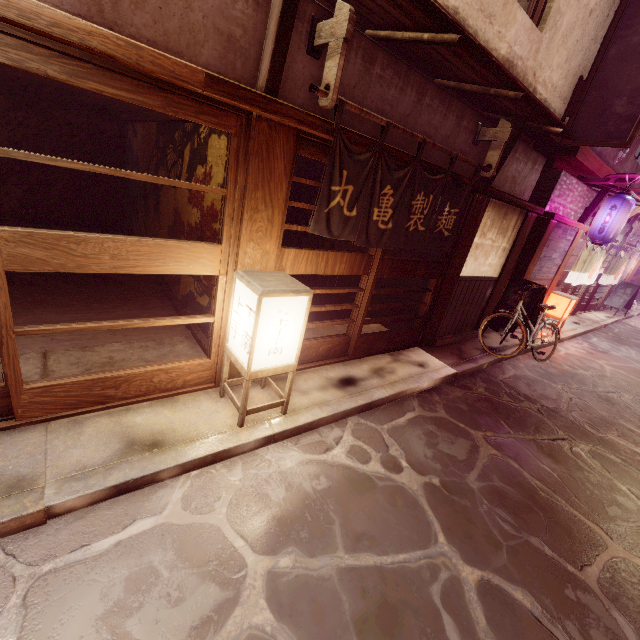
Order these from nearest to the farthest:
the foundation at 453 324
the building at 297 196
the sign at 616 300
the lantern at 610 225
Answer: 1. the foundation at 453 324
2. the lantern at 610 225
3. the building at 297 196
4. the sign at 616 300

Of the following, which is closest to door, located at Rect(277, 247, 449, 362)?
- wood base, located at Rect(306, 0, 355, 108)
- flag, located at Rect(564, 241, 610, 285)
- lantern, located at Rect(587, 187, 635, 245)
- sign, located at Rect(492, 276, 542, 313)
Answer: wood base, located at Rect(306, 0, 355, 108)

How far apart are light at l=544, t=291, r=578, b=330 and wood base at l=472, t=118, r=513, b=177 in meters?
11.0 m

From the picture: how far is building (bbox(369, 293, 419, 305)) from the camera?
15.4 meters

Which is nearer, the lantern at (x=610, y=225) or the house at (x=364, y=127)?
the house at (x=364, y=127)

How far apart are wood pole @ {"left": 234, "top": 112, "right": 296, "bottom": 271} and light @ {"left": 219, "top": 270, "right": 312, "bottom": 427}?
0.2 meters

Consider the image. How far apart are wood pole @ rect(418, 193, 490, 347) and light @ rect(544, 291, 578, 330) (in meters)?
9.29

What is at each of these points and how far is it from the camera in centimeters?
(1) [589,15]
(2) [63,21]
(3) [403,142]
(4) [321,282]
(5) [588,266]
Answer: (1) house, 934cm
(2) wood bar, 336cm
(3) house, 750cm
(4) building, 1638cm
(5) flag, 1850cm
